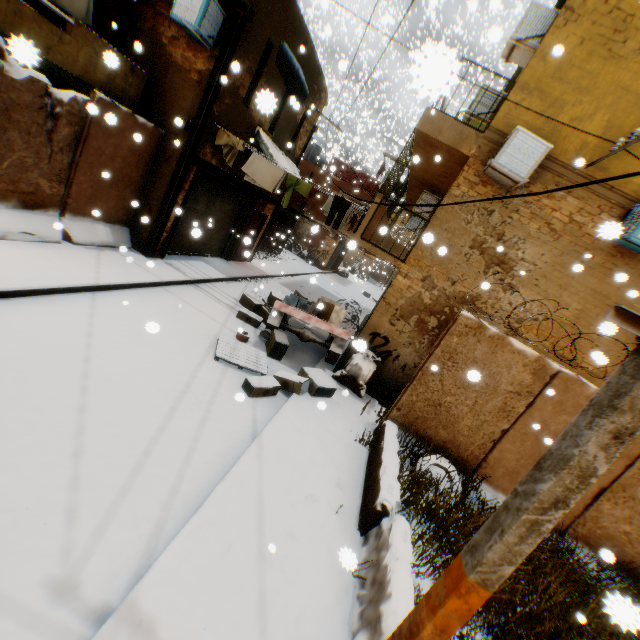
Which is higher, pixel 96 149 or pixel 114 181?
pixel 96 149

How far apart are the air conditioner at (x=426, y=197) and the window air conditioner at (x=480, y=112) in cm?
214

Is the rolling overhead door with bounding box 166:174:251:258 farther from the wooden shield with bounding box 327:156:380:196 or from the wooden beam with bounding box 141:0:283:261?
the wooden shield with bounding box 327:156:380:196

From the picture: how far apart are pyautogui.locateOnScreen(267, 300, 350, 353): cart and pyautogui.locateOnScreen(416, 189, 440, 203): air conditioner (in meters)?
4.94

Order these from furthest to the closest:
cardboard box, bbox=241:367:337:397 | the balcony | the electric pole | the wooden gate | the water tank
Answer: the water tank
the wooden gate
cardboard box, bbox=241:367:337:397
the balcony
the electric pole

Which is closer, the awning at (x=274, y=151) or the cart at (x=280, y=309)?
the cart at (x=280, y=309)

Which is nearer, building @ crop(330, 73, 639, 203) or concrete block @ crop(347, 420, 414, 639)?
concrete block @ crop(347, 420, 414, 639)

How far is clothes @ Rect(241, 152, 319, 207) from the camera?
8.9 meters
